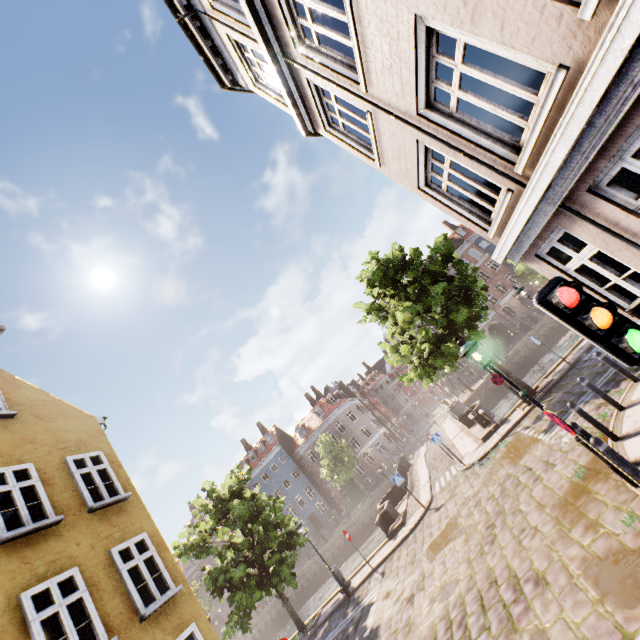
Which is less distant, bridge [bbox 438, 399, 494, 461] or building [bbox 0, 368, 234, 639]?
building [bbox 0, 368, 234, 639]

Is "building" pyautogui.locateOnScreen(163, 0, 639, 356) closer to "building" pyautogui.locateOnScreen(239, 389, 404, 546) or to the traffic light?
the traffic light

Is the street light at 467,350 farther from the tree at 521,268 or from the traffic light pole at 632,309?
the traffic light pole at 632,309

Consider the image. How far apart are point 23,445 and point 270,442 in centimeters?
4486cm

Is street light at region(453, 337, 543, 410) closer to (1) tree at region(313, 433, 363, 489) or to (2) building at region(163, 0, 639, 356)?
(1) tree at region(313, 433, 363, 489)

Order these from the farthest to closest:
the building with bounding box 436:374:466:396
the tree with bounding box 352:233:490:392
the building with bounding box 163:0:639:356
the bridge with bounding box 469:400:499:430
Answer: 1. the building with bounding box 436:374:466:396
2. the bridge with bounding box 469:400:499:430
3. the tree with bounding box 352:233:490:392
4. the building with bounding box 163:0:639:356

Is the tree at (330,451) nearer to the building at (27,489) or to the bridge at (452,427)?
the bridge at (452,427)

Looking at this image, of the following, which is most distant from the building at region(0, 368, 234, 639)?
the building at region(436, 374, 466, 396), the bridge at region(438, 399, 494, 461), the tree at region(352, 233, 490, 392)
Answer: the building at region(436, 374, 466, 396)
